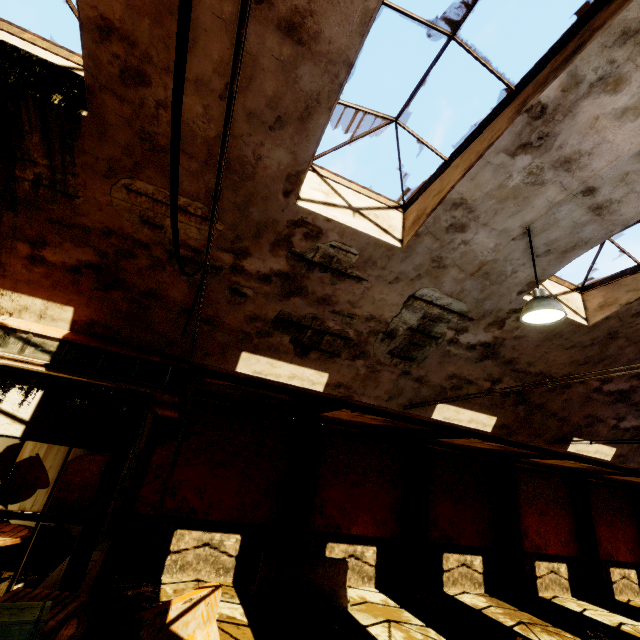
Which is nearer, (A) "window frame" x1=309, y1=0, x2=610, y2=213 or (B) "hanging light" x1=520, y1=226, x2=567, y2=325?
(A) "window frame" x1=309, y1=0, x2=610, y2=213

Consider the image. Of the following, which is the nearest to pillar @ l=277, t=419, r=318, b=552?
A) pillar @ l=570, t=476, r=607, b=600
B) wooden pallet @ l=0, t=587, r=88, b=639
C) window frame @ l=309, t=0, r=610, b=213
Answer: wooden pallet @ l=0, t=587, r=88, b=639

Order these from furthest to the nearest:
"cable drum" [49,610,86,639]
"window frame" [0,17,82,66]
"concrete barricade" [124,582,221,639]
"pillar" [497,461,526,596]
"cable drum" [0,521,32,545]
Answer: "pillar" [497,461,526,596]
"cable drum" [0,521,32,545]
"concrete barricade" [124,582,221,639]
"window frame" [0,17,82,66]
"cable drum" [49,610,86,639]

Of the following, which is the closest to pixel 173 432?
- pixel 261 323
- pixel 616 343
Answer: pixel 261 323

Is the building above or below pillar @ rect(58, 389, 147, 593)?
above

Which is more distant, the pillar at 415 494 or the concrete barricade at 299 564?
the pillar at 415 494

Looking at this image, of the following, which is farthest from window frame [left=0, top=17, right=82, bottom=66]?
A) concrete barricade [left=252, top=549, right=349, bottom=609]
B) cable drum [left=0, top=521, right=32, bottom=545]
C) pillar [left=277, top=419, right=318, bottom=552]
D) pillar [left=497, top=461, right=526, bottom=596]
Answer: pillar [left=497, top=461, right=526, bottom=596]

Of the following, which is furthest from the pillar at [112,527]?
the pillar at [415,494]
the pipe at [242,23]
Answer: the pillar at [415,494]
